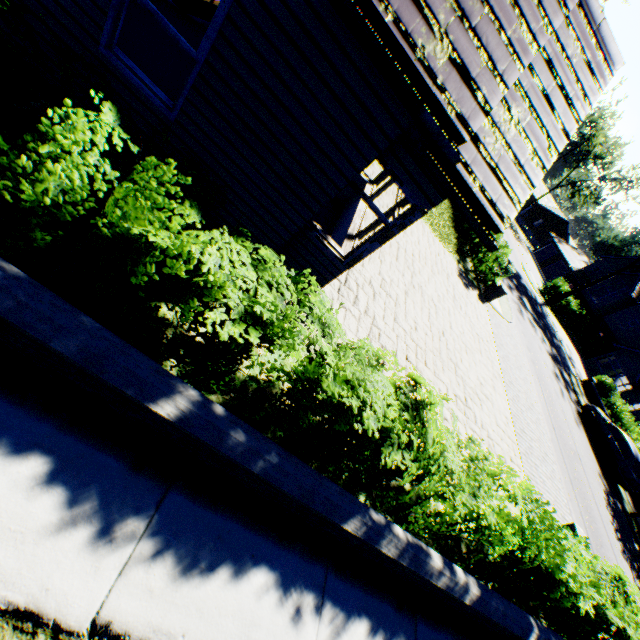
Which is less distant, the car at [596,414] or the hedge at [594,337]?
the car at [596,414]

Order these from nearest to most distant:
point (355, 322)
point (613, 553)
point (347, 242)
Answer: point (347, 242), point (355, 322), point (613, 553)

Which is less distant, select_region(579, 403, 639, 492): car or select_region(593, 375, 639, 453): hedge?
select_region(579, 403, 639, 492): car

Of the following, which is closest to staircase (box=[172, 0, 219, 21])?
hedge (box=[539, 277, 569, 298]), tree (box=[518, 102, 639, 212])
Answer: hedge (box=[539, 277, 569, 298])

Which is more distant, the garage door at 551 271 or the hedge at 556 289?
the garage door at 551 271

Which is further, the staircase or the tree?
the tree

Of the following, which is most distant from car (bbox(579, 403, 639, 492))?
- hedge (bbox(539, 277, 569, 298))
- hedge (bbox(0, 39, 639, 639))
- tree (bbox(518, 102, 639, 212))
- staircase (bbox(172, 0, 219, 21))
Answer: tree (bbox(518, 102, 639, 212))

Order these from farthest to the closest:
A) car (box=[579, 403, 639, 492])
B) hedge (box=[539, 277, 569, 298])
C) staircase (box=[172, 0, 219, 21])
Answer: hedge (box=[539, 277, 569, 298]) → car (box=[579, 403, 639, 492]) → staircase (box=[172, 0, 219, 21])
